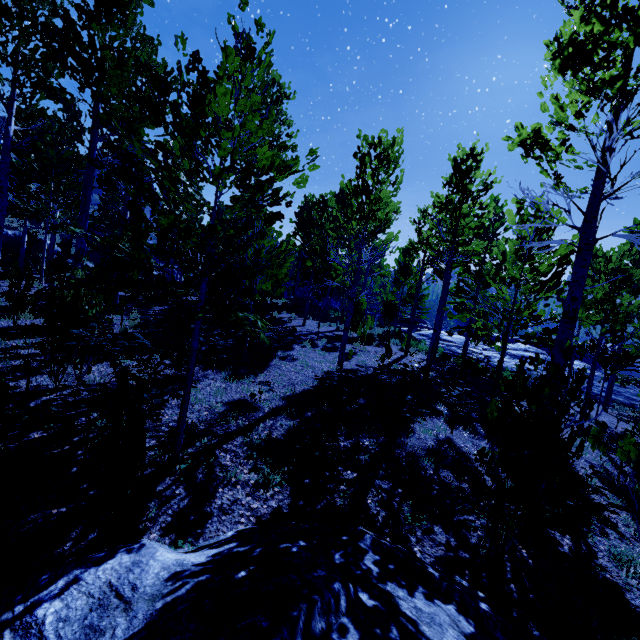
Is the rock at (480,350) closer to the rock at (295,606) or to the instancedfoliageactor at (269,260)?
the instancedfoliageactor at (269,260)

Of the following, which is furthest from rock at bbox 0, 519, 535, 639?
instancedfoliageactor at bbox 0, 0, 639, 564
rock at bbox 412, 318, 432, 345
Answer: rock at bbox 412, 318, 432, 345

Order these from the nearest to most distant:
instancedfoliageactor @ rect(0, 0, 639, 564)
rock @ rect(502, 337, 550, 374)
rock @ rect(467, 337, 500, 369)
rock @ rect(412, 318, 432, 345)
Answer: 1. instancedfoliageactor @ rect(0, 0, 639, 564)
2. rock @ rect(502, 337, 550, 374)
3. rock @ rect(467, 337, 500, 369)
4. rock @ rect(412, 318, 432, 345)

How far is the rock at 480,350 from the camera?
23.94m

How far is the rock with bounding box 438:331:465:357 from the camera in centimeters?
2542cm

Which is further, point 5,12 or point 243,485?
point 5,12
